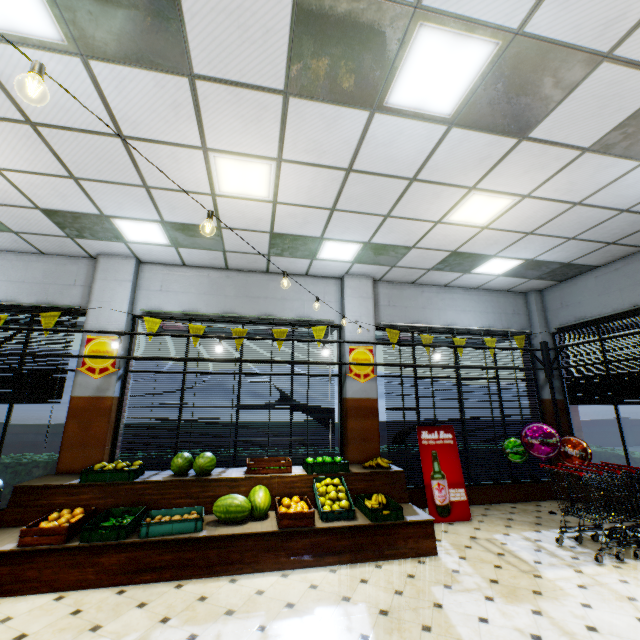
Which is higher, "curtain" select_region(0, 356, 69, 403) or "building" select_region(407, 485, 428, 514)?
"curtain" select_region(0, 356, 69, 403)

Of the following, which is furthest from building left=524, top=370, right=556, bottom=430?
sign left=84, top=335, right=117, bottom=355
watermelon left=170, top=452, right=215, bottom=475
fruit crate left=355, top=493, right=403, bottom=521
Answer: watermelon left=170, top=452, right=215, bottom=475

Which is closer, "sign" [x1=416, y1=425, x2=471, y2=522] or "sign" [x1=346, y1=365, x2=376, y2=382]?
"sign" [x1=416, y1=425, x2=471, y2=522]

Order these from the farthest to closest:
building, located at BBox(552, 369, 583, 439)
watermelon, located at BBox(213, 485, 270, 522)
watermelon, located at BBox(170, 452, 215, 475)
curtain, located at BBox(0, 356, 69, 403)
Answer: building, located at BBox(552, 369, 583, 439), curtain, located at BBox(0, 356, 69, 403), watermelon, located at BBox(170, 452, 215, 475), watermelon, located at BBox(213, 485, 270, 522)

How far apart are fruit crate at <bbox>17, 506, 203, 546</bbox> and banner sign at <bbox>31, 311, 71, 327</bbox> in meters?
3.4 m

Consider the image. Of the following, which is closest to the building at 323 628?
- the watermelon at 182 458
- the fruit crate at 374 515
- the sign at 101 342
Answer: the sign at 101 342

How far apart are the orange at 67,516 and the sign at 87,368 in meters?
2.2

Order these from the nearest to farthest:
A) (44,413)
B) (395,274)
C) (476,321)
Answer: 1. (395,274)
2. (476,321)
3. (44,413)
